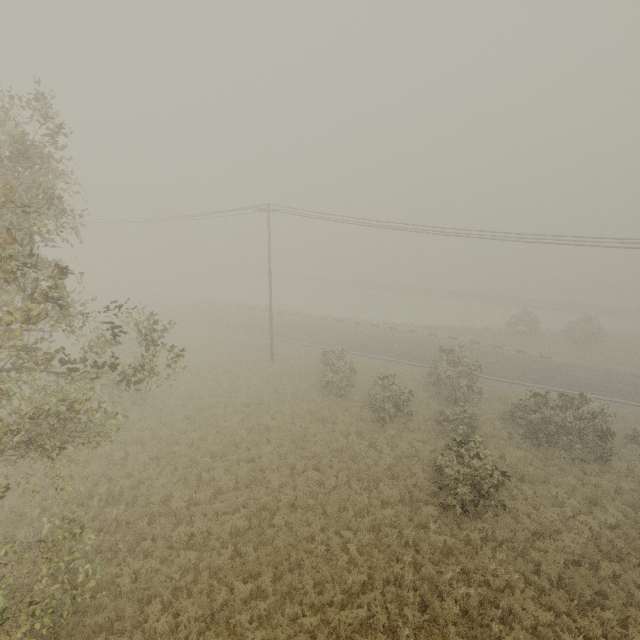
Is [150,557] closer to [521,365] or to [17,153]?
[17,153]
